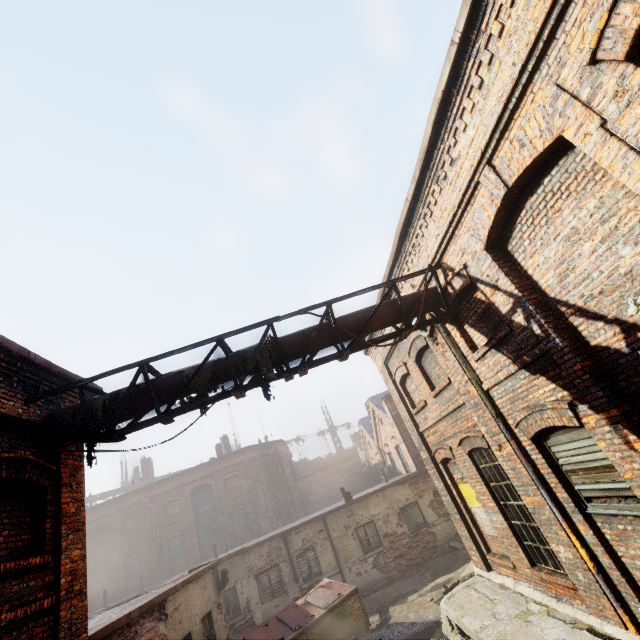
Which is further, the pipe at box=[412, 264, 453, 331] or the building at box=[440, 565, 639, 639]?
the pipe at box=[412, 264, 453, 331]

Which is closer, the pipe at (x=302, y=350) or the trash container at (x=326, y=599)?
the pipe at (x=302, y=350)

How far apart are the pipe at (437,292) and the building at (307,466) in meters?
43.2

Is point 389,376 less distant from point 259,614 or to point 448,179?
point 448,179

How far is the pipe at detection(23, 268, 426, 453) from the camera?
5.4m

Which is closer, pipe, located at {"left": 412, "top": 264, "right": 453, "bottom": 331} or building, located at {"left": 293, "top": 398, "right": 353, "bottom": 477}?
pipe, located at {"left": 412, "top": 264, "right": 453, "bottom": 331}

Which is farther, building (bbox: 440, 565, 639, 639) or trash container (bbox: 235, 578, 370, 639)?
trash container (bbox: 235, 578, 370, 639)
